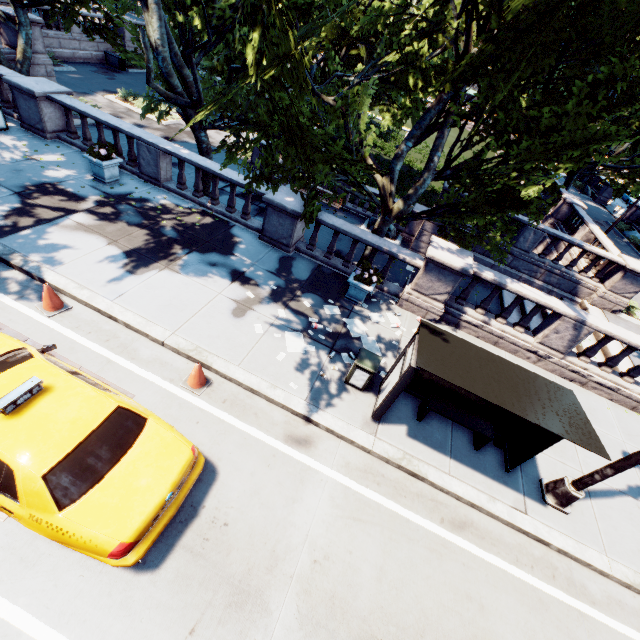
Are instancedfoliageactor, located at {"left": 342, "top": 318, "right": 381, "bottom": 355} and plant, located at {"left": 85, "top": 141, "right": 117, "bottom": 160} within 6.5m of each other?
no

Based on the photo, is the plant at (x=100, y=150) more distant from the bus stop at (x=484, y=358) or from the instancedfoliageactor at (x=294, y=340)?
the bus stop at (x=484, y=358)

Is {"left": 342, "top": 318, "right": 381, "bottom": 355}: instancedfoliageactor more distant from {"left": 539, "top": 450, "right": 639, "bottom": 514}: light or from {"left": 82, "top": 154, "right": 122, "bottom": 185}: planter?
{"left": 82, "top": 154, "right": 122, "bottom": 185}: planter

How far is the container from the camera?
27.2m

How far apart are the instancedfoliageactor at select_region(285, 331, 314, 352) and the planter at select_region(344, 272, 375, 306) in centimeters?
234cm

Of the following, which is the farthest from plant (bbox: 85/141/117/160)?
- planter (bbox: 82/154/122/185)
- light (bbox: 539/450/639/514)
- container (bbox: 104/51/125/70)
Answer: container (bbox: 104/51/125/70)

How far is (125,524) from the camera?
4.2 meters

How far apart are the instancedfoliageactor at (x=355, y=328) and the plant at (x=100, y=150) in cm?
950
